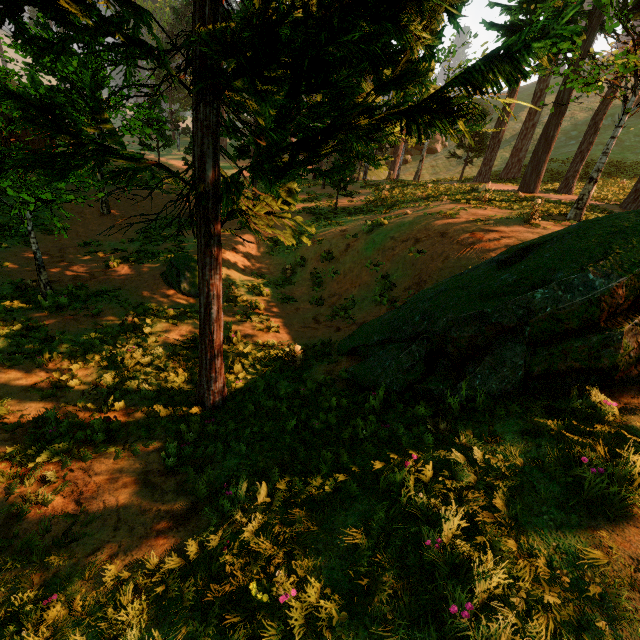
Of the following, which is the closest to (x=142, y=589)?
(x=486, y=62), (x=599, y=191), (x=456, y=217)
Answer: (x=486, y=62)
